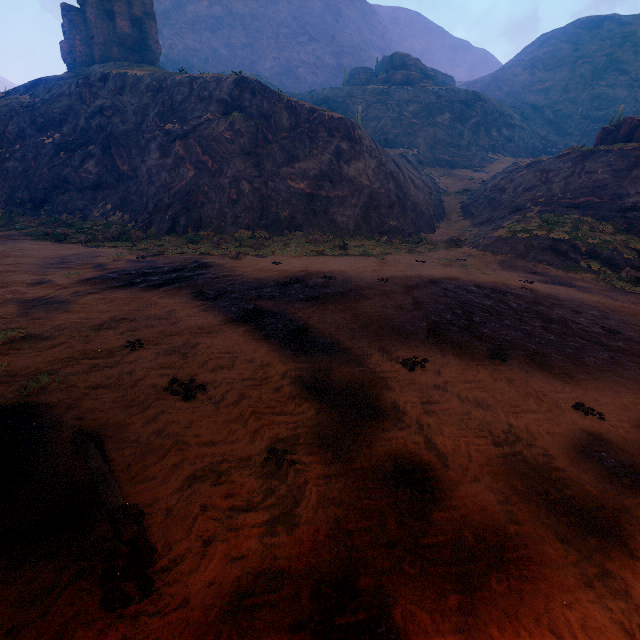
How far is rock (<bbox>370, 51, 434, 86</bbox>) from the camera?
55.84m

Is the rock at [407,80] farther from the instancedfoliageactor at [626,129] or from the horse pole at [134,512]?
the horse pole at [134,512]

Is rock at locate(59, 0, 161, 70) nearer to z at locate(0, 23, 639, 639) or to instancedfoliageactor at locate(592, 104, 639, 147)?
z at locate(0, 23, 639, 639)

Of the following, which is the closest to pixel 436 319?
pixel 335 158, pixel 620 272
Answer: pixel 620 272

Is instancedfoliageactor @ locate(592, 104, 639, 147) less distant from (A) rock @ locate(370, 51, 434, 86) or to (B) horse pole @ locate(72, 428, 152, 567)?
(A) rock @ locate(370, 51, 434, 86)

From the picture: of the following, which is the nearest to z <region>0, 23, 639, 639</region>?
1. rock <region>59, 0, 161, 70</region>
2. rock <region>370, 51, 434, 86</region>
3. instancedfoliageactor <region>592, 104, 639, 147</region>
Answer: rock <region>370, 51, 434, 86</region>

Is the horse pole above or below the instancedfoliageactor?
below
